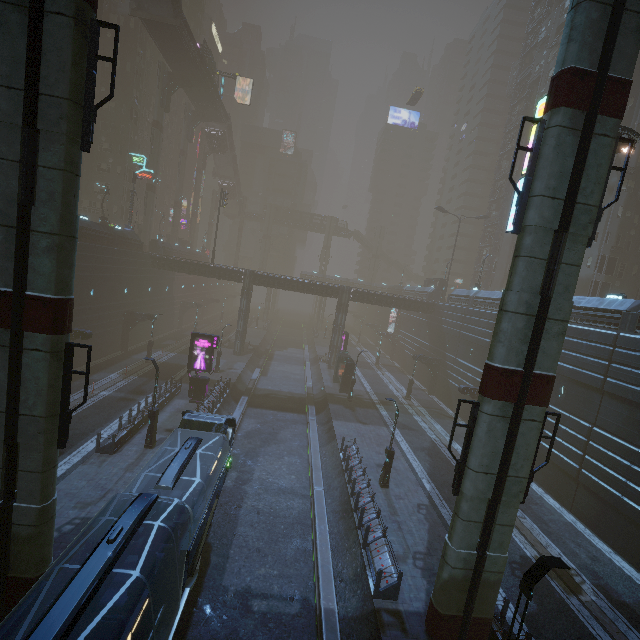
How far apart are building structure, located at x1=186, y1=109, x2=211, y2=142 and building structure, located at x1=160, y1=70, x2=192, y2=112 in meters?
9.9

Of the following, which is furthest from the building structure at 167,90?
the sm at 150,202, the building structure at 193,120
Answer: the building structure at 193,120

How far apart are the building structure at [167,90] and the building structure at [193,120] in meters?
9.9

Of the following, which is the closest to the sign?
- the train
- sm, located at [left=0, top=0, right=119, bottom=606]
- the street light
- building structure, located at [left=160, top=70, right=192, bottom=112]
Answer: the train

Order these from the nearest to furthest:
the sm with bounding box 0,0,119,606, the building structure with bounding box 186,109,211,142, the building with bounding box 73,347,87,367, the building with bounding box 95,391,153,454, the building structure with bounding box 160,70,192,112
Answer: the sm with bounding box 0,0,119,606 < the building with bounding box 95,391,153,454 < the building with bounding box 73,347,87,367 < the building structure with bounding box 160,70,192,112 < the building structure with bounding box 186,109,211,142

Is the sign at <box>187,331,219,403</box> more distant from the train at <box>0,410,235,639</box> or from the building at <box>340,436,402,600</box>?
the train at <box>0,410,235,639</box>

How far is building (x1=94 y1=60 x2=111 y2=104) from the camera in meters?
47.6 m

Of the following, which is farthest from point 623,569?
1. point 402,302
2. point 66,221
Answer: point 402,302
